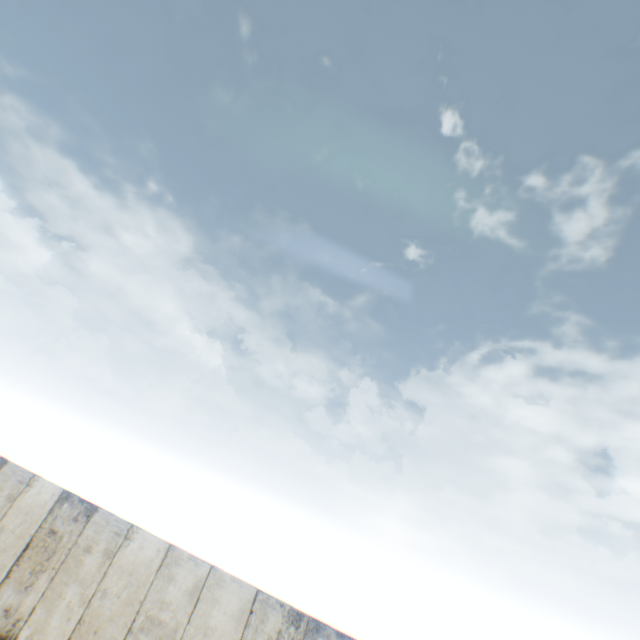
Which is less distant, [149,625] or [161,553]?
[149,625]
